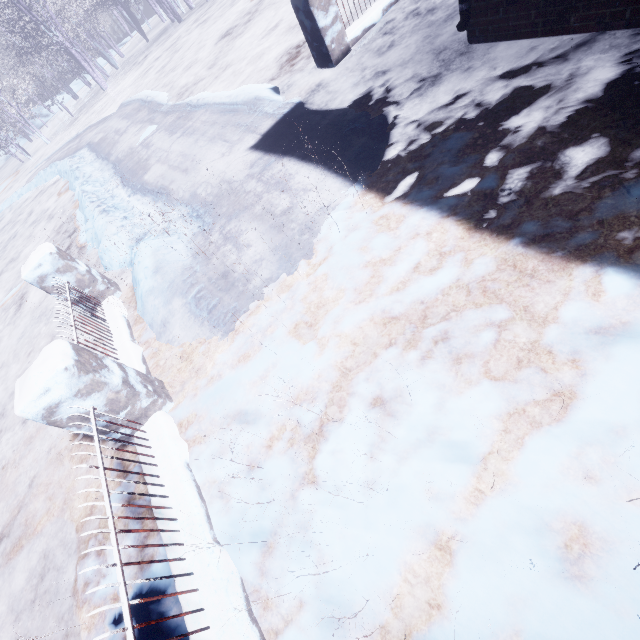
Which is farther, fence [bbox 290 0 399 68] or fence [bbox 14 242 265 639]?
fence [bbox 290 0 399 68]

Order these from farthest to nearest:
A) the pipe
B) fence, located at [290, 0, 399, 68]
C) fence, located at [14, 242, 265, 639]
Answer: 1. fence, located at [290, 0, 399, 68]
2. the pipe
3. fence, located at [14, 242, 265, 639]

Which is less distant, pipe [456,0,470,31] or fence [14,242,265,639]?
fence [14,242,265,639]

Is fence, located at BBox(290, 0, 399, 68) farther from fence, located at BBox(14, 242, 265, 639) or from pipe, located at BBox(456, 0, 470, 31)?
fence, located at BBox(14, 242, 265, 639)

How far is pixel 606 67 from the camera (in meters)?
2.43

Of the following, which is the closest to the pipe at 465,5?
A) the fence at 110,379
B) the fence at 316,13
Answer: the fence at 316,13

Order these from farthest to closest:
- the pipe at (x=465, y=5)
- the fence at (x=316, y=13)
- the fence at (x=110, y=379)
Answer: the fence at (x=316, y=13), the pipe at (x=465, y=5), the fence at (x=110, y=379)
